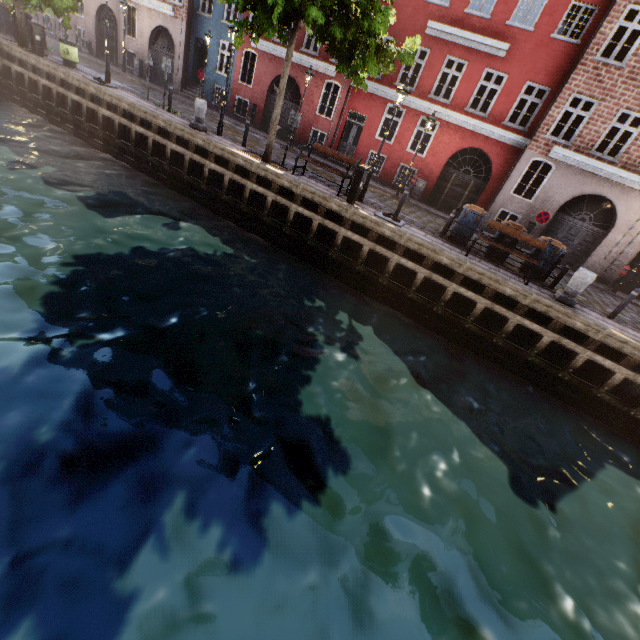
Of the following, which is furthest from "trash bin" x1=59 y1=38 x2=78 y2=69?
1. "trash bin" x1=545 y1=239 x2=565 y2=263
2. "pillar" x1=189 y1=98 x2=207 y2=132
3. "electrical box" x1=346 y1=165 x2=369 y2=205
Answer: "trash bin" x1=545 y1=239 x2=565 y2=263

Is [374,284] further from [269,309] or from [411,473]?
[411,473]

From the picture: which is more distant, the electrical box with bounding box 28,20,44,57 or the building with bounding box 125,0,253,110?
the building with bounding box 125,0,253,110

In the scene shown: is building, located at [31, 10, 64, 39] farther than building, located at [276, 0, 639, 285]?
Yes

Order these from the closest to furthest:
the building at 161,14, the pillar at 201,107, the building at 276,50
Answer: the pillar at 201,107
the building at 276,50
the building at 161,14

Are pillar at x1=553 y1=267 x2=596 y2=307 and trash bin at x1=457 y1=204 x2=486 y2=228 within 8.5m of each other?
yes

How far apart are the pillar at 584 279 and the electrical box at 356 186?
7.02m

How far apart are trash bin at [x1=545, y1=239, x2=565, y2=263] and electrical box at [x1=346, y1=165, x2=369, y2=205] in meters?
6.2
